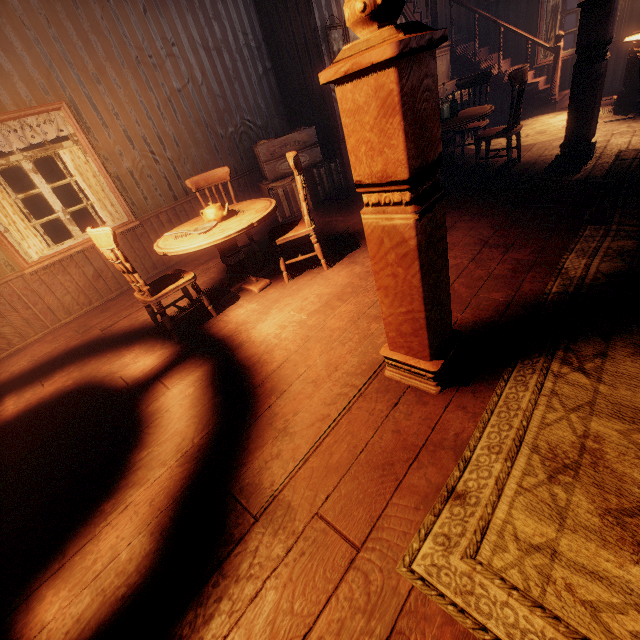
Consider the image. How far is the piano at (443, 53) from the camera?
6.91m

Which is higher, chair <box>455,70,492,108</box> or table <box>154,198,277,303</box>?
chair <box>455,70,492,108</box>

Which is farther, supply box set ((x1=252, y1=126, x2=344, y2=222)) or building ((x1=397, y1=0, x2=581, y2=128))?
building ((x1=397, y1=0, x2=581, y2=128))

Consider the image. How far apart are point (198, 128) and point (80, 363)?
4.24m

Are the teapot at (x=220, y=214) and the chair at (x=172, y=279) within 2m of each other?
yes

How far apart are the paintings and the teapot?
Answer: 3.9 meters

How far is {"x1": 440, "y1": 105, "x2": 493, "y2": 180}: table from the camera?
4.47m

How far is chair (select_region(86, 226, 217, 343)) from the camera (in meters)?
2.66
